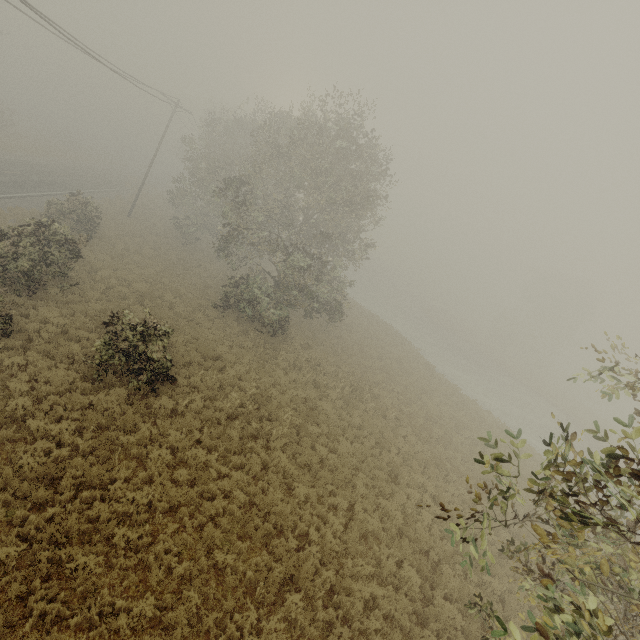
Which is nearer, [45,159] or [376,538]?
[376,538]
